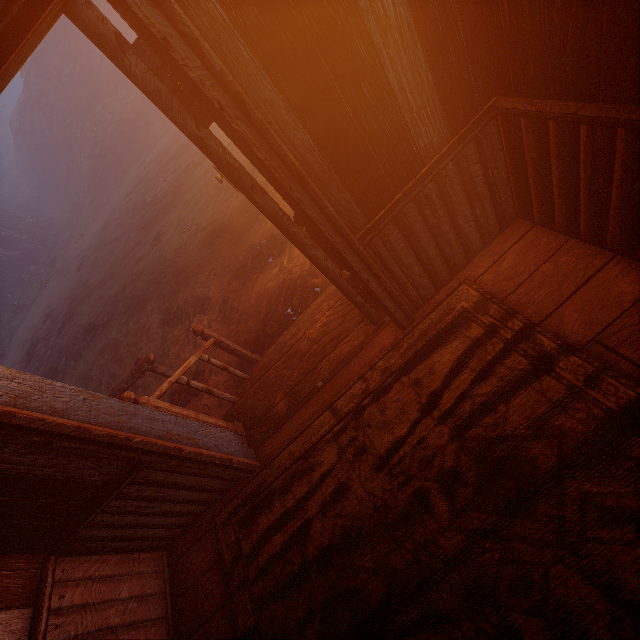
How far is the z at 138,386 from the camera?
5.8m

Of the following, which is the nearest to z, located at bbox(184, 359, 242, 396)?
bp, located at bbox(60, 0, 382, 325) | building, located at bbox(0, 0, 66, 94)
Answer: building, located at bbox(0, 0, 66, 94)

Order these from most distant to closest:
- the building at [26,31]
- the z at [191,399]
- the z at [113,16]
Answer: the z at [113,16] < the z at [191,399] < the building at [26,31]

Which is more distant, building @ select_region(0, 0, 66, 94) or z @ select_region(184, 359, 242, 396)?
z @ select_region(184, 359, 242, 396)

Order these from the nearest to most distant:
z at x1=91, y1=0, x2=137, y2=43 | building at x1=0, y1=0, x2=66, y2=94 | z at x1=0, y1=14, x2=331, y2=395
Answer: building at x1=0, y1=0, x2=66, y2=94 → z at x1=0, y1=14, x2=331, y2=395 → z at x1=91, y1=0, x2=137, y2=43

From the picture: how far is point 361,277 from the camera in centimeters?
184cm

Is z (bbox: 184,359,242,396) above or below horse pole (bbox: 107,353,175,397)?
below

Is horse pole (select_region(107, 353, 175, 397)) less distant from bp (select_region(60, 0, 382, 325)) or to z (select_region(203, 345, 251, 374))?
z (select_region(203, 345, 251, 374))
